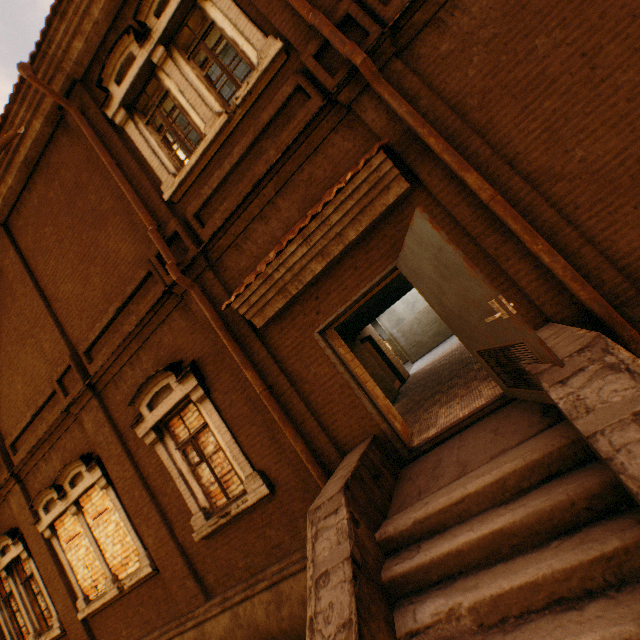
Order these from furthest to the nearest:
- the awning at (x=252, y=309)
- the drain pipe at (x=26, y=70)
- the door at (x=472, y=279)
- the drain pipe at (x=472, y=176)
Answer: the drain pipe at (x=26, y=70) → the awning at (x=252, y=309) → the drain pipe at (x=472, y=176) → the door at (x=472, y=279)

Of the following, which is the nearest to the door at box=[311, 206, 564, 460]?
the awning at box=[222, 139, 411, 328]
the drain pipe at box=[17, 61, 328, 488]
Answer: the awning at box=[222, 139, 411, 328]

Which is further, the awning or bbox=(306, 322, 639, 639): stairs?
the awning

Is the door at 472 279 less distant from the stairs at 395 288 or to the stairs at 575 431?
the stairs at 575 431

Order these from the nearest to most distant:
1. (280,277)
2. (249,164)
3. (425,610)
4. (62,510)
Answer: (425,610)
(280,277)
(249,164)
(62,510)

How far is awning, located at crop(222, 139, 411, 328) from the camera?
3.99m

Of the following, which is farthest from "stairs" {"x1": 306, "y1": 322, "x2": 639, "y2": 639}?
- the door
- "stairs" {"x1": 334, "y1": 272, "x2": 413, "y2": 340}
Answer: "stairs" {"x1": 334, "y1": 272, "x2": 413, "y2": 340}

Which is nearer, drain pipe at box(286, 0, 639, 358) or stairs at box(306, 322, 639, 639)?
stairs at box(306, 322, 639, 639)
